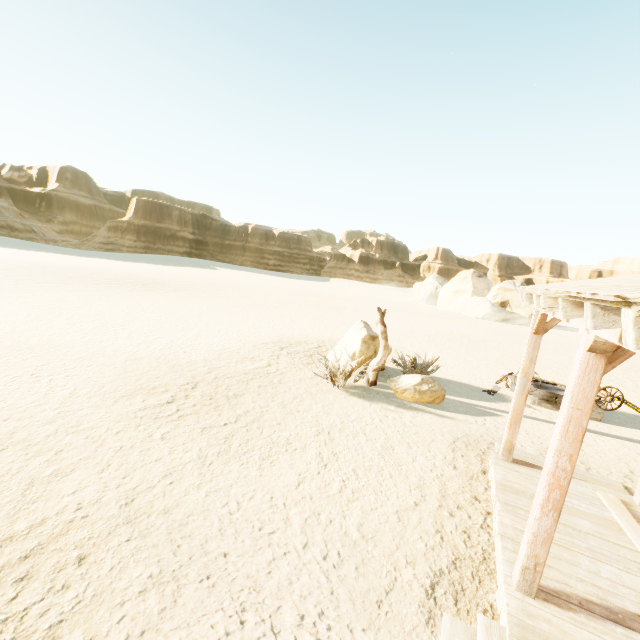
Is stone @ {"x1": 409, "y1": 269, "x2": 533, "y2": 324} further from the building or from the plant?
the building

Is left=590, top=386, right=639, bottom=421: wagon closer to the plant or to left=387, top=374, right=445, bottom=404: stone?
the plant

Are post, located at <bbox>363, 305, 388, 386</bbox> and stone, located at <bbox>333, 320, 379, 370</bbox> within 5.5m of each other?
yes

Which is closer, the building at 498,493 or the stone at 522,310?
the building at 498,493

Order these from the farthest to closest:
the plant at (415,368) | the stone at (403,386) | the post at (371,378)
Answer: the plant at (415,368) → the post at (371,378) → the stone at (403,386)

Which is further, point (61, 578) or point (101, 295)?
point (101, 295)

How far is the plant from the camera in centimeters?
1010cm

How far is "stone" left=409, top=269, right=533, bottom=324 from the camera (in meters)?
35.66
